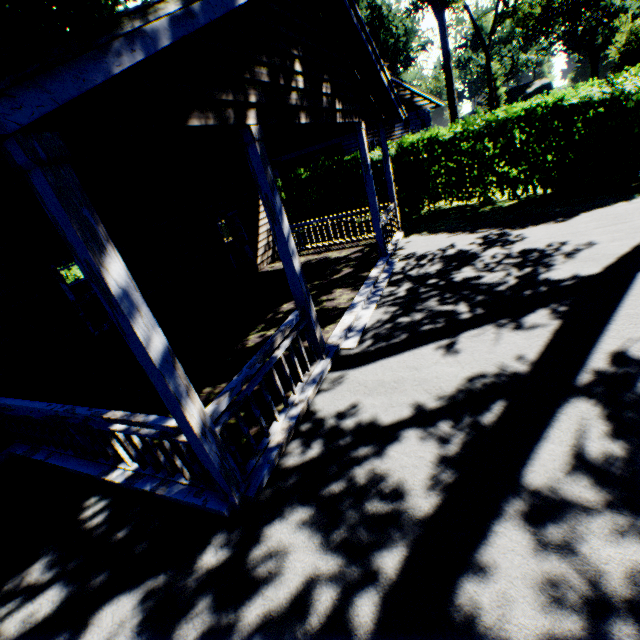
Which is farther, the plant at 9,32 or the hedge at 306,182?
the hedge at 306,182

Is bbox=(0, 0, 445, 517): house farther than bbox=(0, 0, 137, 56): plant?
No

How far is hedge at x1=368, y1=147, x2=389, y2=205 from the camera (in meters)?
12.68

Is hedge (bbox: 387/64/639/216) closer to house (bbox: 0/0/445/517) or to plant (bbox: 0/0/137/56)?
house (bbox: 0/0/445/517)

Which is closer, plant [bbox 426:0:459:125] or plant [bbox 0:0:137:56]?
plant [bbox 0:0:137:56]

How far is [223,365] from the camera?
6.18m

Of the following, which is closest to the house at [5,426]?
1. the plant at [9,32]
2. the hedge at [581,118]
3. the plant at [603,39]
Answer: the plant at [9,32]
